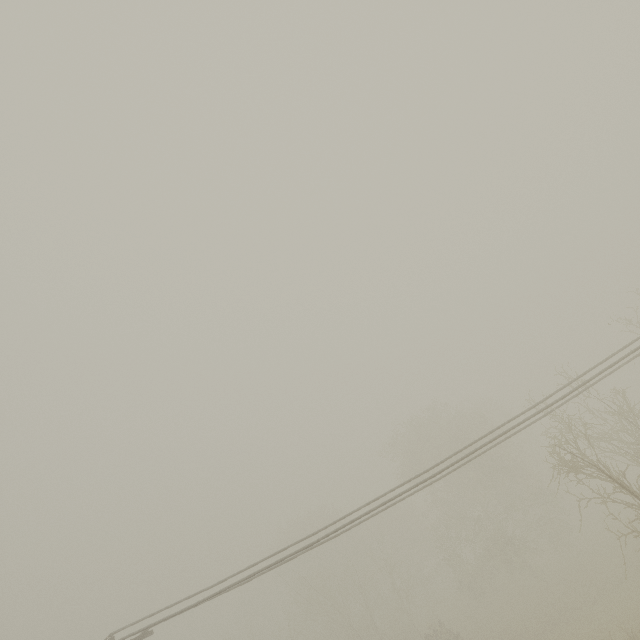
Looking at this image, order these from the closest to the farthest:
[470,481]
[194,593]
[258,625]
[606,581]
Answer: [194,593] < [606,581] < [470,481] < [258,625]
